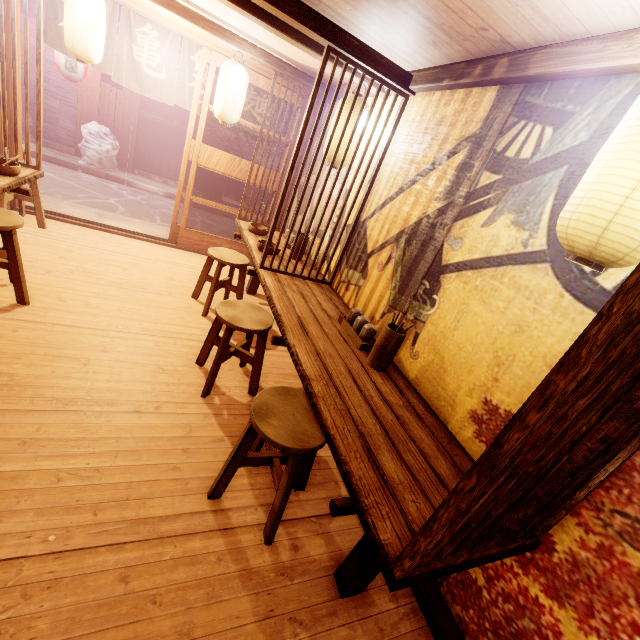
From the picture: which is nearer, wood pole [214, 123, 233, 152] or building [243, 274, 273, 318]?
building [243, 274, 273, 318]

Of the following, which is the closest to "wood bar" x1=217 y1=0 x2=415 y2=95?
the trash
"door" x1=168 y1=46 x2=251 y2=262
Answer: "door" x1=168 y1=46 x2=251 y2=262

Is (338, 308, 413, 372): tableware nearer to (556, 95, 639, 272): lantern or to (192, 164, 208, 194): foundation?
(556, 95, 639, 272): lantern

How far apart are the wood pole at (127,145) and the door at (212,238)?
9.2 meters

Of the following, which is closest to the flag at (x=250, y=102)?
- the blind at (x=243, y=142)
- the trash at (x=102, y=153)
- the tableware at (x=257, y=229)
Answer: the tableware at (x=257, y=229)

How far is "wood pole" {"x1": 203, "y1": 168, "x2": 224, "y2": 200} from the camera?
17.3m

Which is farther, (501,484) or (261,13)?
(261,13)

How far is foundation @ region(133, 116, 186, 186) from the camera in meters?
15.8
